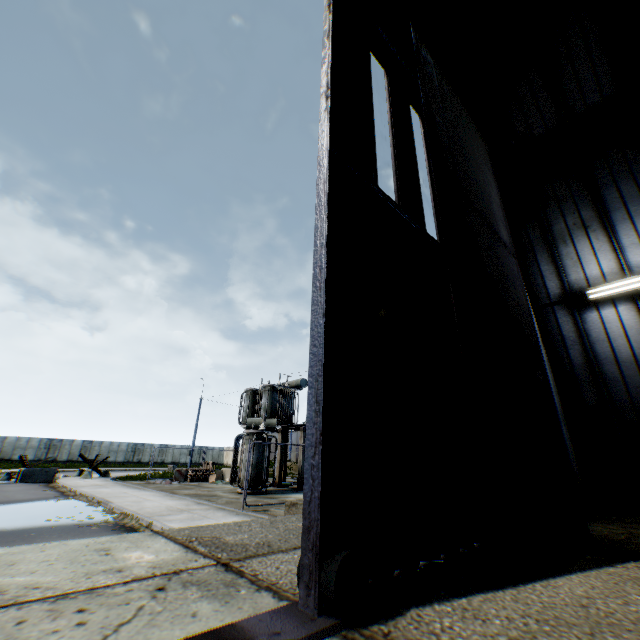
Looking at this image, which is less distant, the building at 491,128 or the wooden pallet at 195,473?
the building at 491,128

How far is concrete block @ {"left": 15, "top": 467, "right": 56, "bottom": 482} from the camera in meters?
20.0

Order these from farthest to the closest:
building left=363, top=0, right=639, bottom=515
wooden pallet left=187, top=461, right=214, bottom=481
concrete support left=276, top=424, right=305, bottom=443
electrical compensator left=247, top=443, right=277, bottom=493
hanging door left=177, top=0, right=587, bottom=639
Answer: wooden pallet left=187, top=461, right=214, bottom=481
concrete support left=276, top=424, right=305, bottom=443
electrical compensator left=247, top=443, right=277, bottom=493
building left=363, top=0, right=639, bottom=515
hanging door left=177, top=0, right=587, bottom=639

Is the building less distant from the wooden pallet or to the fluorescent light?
the fluorescent light

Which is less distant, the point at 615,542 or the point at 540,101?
the point at 615,542

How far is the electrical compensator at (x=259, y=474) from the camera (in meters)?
15.72

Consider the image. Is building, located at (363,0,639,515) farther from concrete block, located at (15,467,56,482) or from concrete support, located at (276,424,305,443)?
concrete block, located at (15,467,56,482)

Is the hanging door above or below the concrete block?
above
